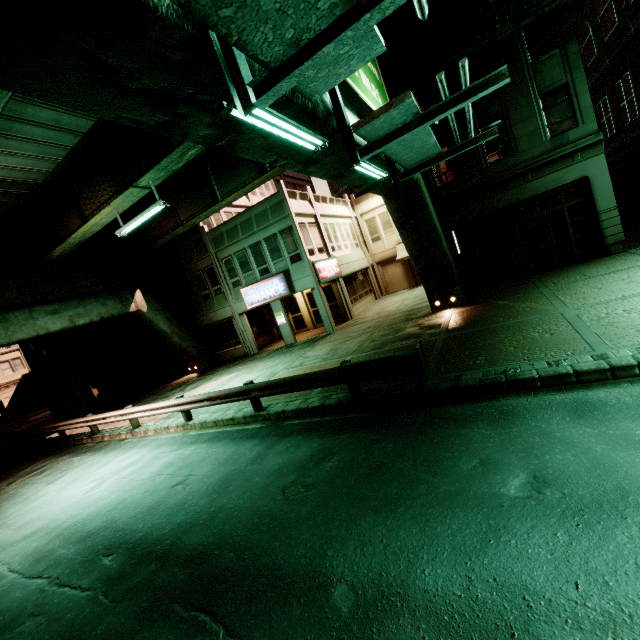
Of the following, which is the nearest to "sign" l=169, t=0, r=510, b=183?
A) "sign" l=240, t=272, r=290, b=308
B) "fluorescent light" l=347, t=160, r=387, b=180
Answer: "fluorescent light" l=347, t=160, r=387, b=180

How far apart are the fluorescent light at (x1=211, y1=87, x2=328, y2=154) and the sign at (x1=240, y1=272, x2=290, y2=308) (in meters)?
13.92

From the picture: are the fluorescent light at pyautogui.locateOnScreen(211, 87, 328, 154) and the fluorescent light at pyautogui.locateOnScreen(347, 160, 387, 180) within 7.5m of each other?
yes

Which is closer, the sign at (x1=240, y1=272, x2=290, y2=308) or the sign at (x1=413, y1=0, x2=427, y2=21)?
the sign at (x1=413, y1=0, x2=427, y2=21)

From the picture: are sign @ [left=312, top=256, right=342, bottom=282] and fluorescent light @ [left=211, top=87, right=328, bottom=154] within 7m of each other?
no

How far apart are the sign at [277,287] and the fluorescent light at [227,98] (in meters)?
13.92

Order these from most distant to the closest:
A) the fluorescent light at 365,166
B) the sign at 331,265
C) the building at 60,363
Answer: the building at 60,363, the sign at 331,265, the fluorescent light at 365,166

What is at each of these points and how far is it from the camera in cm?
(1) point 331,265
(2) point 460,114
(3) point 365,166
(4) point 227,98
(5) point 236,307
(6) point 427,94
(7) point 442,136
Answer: (1) sign, 2136
(2) building, 1484
(3) fluorescent light, 752
(4) fluorescent light, 349
(5) building, 2247
(6) building, 1520
(7) building, 1528
